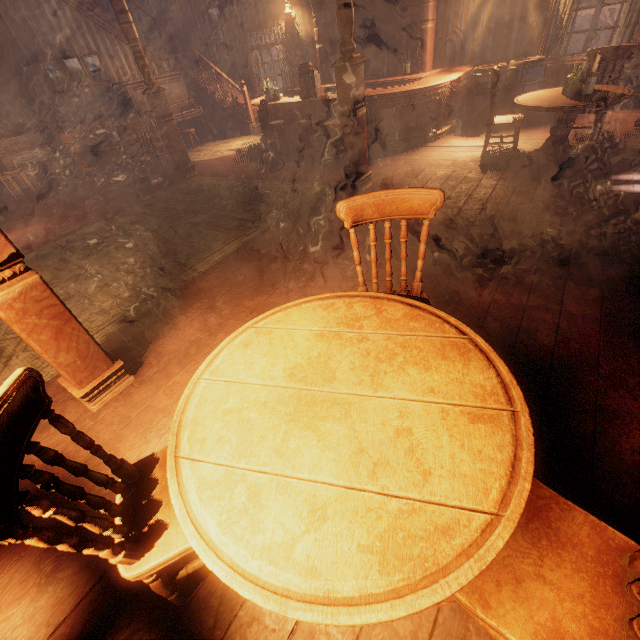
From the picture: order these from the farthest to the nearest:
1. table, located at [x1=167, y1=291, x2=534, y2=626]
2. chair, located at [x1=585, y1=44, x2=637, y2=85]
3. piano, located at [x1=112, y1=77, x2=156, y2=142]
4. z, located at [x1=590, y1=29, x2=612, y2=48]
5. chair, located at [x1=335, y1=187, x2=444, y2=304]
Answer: z, located at [x1=590, y1=29, x2=612, y2=48] < piano, located at [x1=112, y1=77, x2=156, y2=142] < chair, located at [x1=585, y1=44, x2=637, y2=85] < chair, located at [x1=335, y1=187, x2=444, y2=304] < table, located at [x1=167, y1=291, x2=534, y2=626]

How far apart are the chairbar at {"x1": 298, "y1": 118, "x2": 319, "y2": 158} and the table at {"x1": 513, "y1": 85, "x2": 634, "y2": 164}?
3.9m

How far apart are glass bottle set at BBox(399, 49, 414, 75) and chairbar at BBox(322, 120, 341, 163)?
3.0 meters

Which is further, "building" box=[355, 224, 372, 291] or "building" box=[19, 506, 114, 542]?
"building" box=[355, 224, 372, 291]

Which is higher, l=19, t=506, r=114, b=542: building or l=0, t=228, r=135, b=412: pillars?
l=0, t=228, r=135, b=412: pillars

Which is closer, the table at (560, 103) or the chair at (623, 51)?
the table at (560, 103)

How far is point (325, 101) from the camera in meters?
6.8 m

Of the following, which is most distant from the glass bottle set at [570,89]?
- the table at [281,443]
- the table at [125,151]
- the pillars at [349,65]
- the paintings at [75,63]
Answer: the paintings at [75,63]
